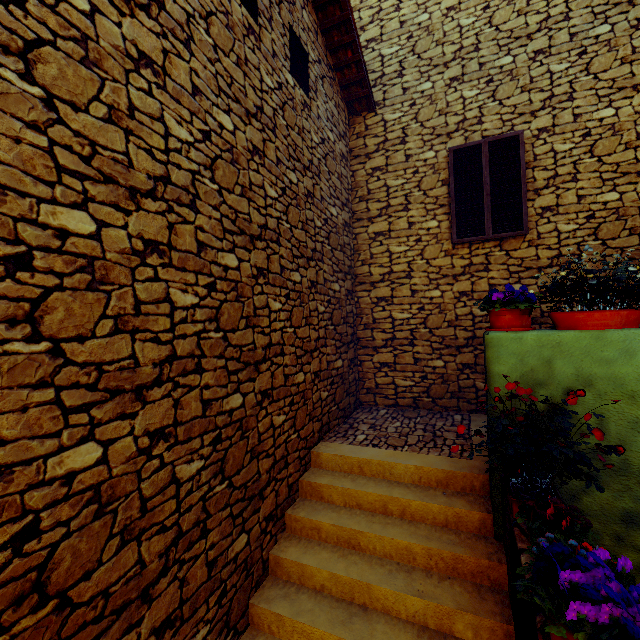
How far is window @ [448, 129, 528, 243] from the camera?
5.1 meters

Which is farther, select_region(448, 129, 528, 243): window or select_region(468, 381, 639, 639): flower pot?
select_region(448, 129, 528, 243): window

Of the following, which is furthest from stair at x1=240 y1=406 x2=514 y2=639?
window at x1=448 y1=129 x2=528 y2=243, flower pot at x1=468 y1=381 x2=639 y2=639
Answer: window at x1=448 y1=129 x2=528 y2=243

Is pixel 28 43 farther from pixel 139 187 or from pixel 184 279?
pixel 184 279

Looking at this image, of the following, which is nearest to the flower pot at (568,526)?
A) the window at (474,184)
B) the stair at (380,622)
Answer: the stair at (380,622)

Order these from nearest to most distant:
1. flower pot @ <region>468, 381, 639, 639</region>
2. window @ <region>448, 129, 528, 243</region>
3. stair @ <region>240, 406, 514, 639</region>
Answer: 1. flower pot @ <region>468, 381, 639, 639</region>
2. stair @ <region>240, 406, 514, 639</region>
3. window @ <region>448, 129, 528, 243</region>

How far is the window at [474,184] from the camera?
5.1m

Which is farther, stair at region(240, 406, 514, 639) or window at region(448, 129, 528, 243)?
window at region(448, 129, 528, 243)
